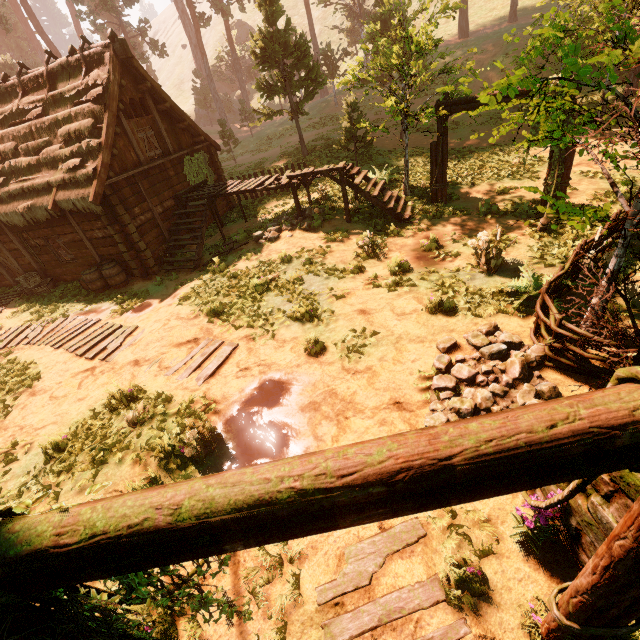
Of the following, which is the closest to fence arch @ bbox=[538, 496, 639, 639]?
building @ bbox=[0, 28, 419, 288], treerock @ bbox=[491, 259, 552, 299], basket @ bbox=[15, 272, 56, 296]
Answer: building @ bbox=[0, 28, 419, 288]

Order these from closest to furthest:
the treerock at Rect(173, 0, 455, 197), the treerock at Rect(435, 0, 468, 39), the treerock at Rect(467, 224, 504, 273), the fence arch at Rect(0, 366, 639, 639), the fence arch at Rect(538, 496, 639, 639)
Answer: the fence arch at Rect(0, 366, 639, 639)
the fence arch at Rect(538, 496, 639, 639)
the treerock at Rect(467, 224, 504, 273)
the treerock at Rect(173, 0, 455, 197)
the treerock at Rect(435, 0, 468, 39)

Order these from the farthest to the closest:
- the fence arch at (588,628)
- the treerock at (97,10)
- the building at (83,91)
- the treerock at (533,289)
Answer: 1. the treerock at (97,10)
2. the building at (83,91)
3. the treerock at (533,289)
4. the fence arch at (588,628)

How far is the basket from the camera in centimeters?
1422cm

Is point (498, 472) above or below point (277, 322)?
above

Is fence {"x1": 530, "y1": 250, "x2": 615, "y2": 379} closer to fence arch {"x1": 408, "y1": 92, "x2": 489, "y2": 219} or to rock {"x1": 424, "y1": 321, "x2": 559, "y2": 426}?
rock {"x1": 424, "y1": 321, "x2": 559, "y2": 426}

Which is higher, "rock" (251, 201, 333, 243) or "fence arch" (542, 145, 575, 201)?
"fence arch" (542, 145, 575, 201)

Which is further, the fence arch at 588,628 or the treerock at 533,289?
the treerock at 533,289
